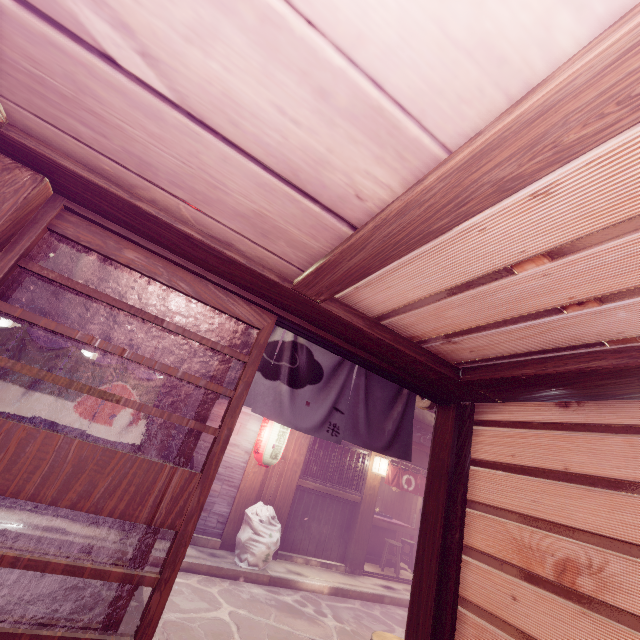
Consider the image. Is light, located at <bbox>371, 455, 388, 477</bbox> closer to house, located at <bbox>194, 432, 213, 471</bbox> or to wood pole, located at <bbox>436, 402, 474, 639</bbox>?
house, located at <bbox>194, 432, 213, 471</bbox>

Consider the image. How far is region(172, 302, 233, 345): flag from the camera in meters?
4.6

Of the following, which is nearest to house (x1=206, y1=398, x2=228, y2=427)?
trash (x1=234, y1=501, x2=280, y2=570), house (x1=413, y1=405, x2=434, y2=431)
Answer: trash (x1=234, y1=501, x2=280, y2=570)

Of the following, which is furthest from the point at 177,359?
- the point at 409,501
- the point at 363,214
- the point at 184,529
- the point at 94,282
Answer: the point at 409,501

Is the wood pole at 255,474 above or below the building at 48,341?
below

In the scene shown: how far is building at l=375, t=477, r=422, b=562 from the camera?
20.3m

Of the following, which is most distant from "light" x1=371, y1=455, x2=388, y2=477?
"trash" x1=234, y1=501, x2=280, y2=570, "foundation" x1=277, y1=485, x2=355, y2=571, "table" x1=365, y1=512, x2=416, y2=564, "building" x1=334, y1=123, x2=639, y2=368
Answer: "building" x1=334, y1=123, x2=639, y2=368

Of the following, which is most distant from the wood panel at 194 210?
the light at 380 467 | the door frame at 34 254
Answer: the light at 380 467
